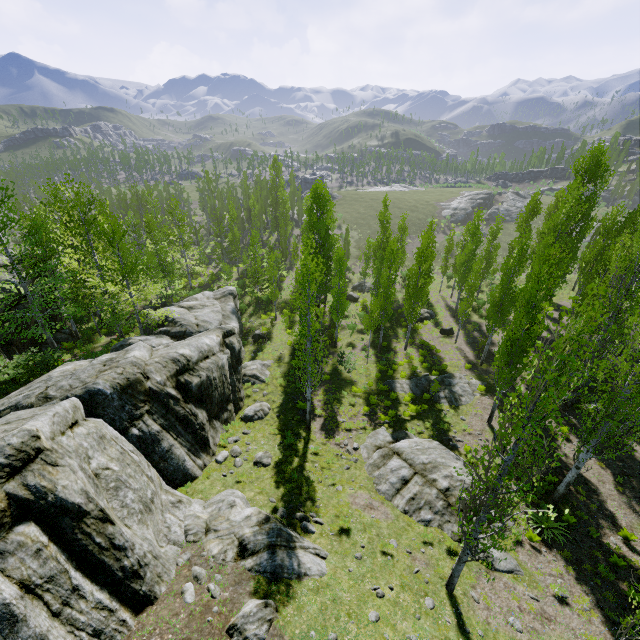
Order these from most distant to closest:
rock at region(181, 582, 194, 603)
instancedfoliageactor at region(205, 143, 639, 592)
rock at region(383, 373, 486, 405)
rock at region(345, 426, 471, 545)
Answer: rock at region(383, 373, 486, 405)
rock at region(345, 426, 471, 545)
rock at region(181, 582, 194, 603)
instancedfoliageactor at region(205, 143, 639, 592)

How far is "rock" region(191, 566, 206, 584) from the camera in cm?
804

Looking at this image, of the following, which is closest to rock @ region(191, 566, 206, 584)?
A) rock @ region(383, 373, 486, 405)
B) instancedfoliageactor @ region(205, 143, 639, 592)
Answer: instancedfoliageactor @ region(205, 143, 639, 592)

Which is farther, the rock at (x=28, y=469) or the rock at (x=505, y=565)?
the rock at (x=505, y=565)

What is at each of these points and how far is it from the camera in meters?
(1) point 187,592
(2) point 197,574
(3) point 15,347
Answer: (1) rock, 7.6 m
(2) rock, 8.2 m
(3) rock, 19.8 m

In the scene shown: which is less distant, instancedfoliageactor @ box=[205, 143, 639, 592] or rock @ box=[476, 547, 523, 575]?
instancedfoliageactor @ box=[205, 143, 639, 592]

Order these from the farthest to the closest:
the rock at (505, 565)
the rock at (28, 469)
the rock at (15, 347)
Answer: the rock at (15, 347)
the rock at (505, 565)
the rock at (28, 469)
